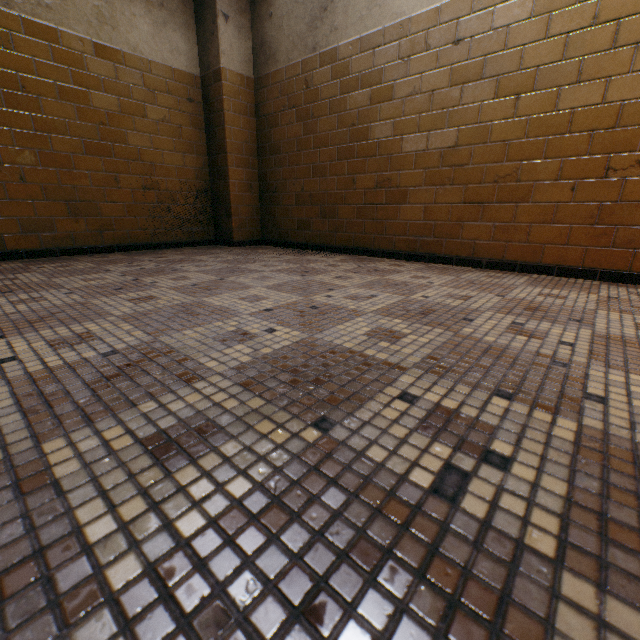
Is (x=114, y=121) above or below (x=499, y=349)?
above
